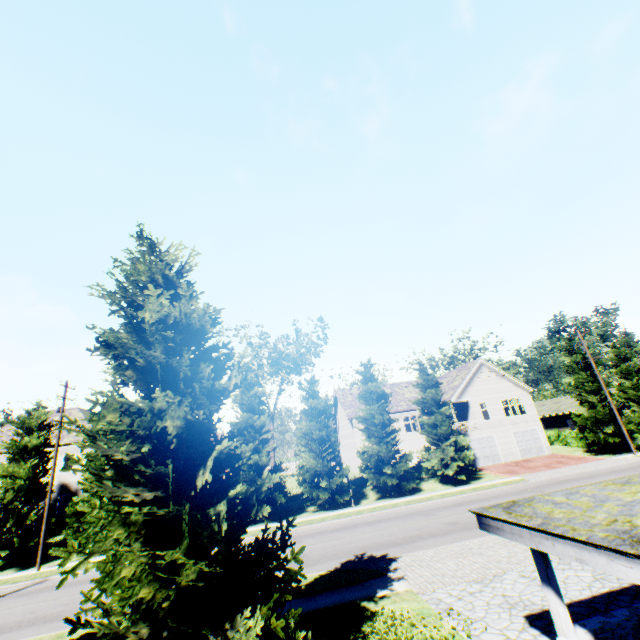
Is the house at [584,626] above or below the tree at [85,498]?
below

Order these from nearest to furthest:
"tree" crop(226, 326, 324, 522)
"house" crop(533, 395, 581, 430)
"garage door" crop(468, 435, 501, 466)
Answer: "tree" crop(226, 326, 324, 522)
"garage door" crop(468, 435, 501, 466)
"house" crop(533, 395, 581, 430)

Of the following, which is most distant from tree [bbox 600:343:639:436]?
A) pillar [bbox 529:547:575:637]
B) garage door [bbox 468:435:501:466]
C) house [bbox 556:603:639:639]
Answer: pillar [bbox 529:547:575:637]

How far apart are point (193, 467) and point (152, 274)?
4.73m

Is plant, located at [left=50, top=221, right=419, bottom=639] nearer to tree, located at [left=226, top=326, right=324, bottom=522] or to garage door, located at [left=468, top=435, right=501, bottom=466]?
tree, located at [left=226, top=326, right=324, bottom=522]

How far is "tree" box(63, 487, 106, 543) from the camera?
21.7m

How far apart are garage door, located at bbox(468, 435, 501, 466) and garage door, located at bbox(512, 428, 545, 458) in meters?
2.2

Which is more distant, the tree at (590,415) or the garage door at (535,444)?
the garage door at (535,444)
